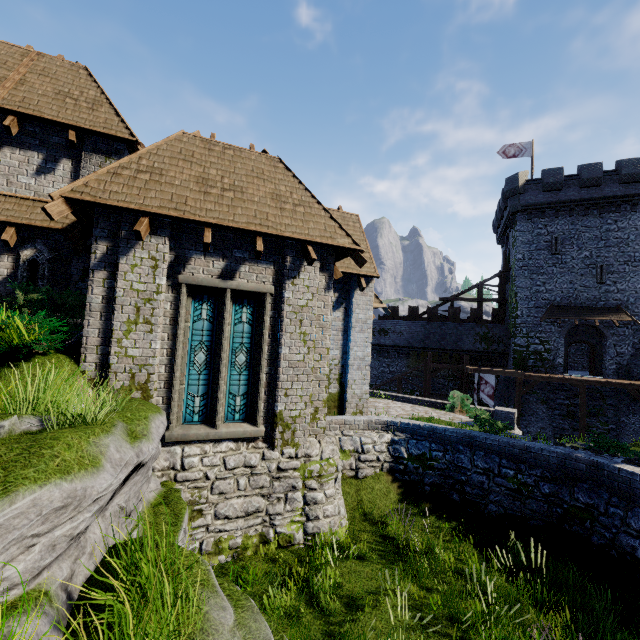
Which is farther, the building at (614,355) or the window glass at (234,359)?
the building at (614,355)

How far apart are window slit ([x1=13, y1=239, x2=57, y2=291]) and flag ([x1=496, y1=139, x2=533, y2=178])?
34.7m

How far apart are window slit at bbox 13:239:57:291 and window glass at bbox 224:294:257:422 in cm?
536

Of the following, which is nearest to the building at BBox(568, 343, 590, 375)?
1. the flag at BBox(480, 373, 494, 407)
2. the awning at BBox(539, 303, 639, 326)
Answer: the awning at BBox(539, 303, 639, 326)

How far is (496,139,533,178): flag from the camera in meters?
29.1

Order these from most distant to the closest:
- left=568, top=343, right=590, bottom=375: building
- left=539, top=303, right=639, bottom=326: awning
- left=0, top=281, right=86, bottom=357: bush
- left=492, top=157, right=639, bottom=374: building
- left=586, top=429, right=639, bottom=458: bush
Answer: left=568, top=343, right=590, bottom=375: building, left=492, top=157, right=639, bottom=374: building, left=539, top=303, right=639, bottom=326: awning, left=586, top=429, right=639, bottom=458: bush, left=0, top=281, right=86, bottom=357: bush

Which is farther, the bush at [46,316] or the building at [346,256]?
the building at [346,256]

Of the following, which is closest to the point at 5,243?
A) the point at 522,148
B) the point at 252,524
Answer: the point at 252,524
